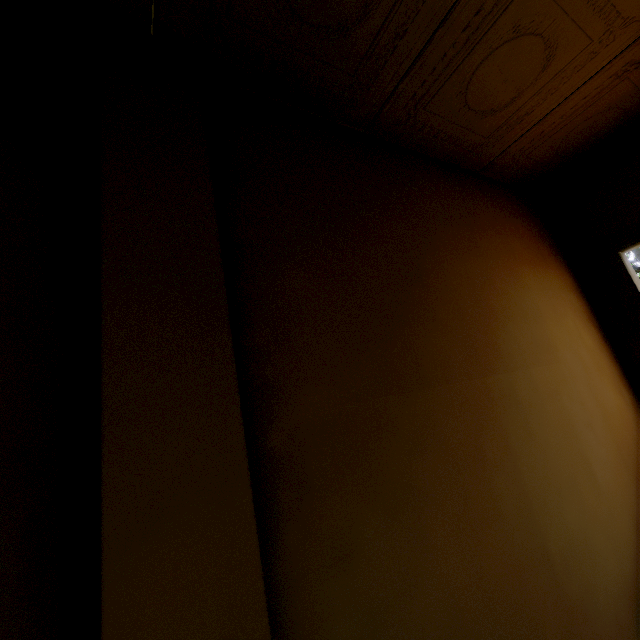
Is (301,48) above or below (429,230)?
above
